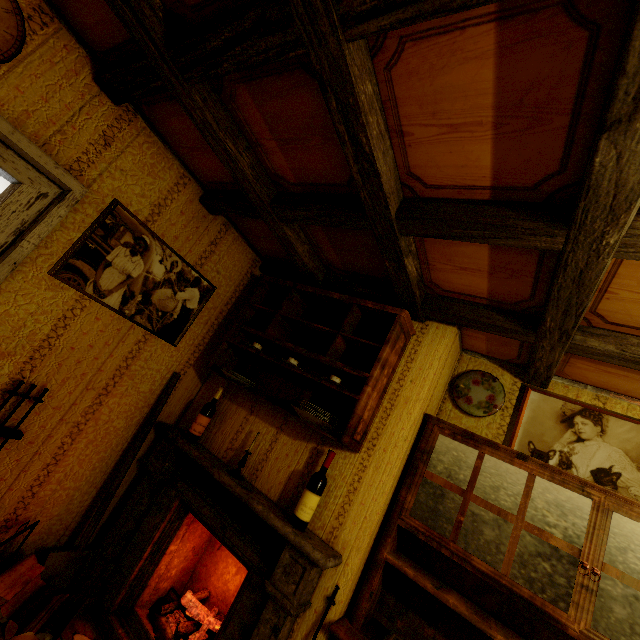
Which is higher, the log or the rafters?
the rafters

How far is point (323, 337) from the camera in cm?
256

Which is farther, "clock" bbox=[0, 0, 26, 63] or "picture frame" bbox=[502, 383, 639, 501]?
"picture frame" bbox=[502, 383, 639, 501]

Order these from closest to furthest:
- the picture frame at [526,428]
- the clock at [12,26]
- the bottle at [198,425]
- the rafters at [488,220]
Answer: the rafters at [488,220] < the clock at [12,26] < the picture frame at [526,428] < the bottle at [198,425]

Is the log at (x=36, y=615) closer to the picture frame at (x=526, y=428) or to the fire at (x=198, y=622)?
the fire at (x=198, y=622)

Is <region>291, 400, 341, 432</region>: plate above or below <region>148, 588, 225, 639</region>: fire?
above

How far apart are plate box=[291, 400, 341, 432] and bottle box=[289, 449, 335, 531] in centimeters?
15cm

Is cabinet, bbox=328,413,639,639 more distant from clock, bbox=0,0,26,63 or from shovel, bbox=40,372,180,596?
clock, bbox=0,0,26,63
